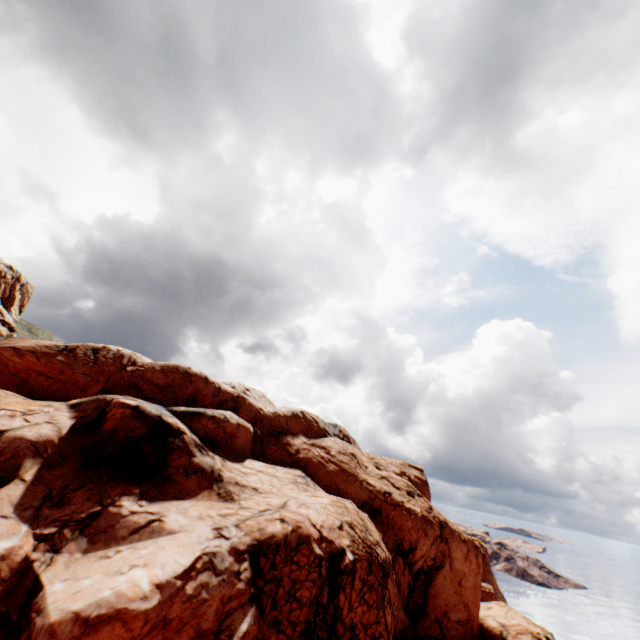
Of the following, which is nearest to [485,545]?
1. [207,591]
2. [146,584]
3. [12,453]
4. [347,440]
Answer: [347,440]
